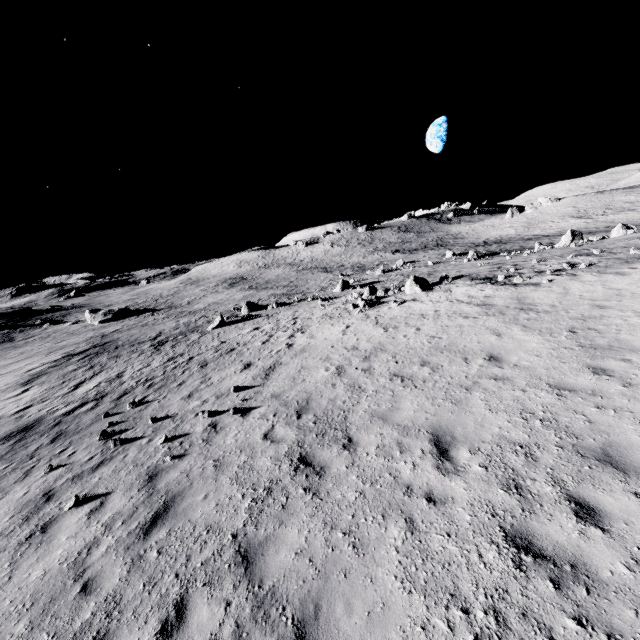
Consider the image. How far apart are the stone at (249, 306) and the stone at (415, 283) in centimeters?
1714cm

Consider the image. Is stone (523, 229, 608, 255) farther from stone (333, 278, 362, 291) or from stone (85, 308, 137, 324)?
stone (85, 308, 137, 324)

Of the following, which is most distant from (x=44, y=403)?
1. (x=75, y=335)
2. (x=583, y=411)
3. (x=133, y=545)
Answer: (x=75, y=335)

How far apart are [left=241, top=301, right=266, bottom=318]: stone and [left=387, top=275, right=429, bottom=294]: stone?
17.1 meters

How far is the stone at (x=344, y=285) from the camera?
33.97m

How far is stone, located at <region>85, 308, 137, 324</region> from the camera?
52.6m

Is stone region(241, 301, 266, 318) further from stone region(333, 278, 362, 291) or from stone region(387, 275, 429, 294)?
stone region(387, 275, 429, 294)

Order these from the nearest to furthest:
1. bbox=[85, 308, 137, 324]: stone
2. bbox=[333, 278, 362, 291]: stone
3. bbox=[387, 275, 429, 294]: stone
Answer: bbox=[387, 275, 429, 294]: stone → bbox=[333, 278, 362, 291]: stone → bbox=[85, 308, 137, 324]: stone
